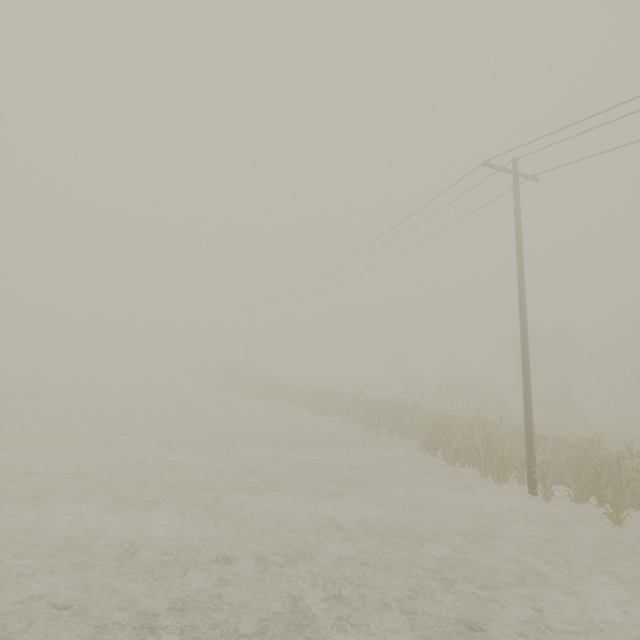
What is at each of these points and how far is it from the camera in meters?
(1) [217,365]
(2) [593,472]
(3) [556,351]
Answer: (1) tree, 48.6 m
(2) tree, 11.7 m
(3) tree, 43.8 m

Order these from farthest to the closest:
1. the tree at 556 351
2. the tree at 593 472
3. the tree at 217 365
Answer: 1. the tree at 556 351
2. the tree at 217 365
3. the tree at 593 472

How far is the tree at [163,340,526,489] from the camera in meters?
12.7 m

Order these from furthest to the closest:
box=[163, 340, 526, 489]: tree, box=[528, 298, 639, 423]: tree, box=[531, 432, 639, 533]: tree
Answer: box=[528, 298, 639, 423]: tree < box=[163, 340, 526, 489]: tree < box=[531, 432, 639, 533]: tree

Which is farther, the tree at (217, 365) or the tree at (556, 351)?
the tree at (556, 351)

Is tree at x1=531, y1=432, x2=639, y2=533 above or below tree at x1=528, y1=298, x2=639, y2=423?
below

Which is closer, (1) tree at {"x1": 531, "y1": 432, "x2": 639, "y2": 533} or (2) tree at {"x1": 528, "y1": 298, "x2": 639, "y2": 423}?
(1) tree at {"x1": 531, "y1": 432, "x2": 639, "y2": 533}
